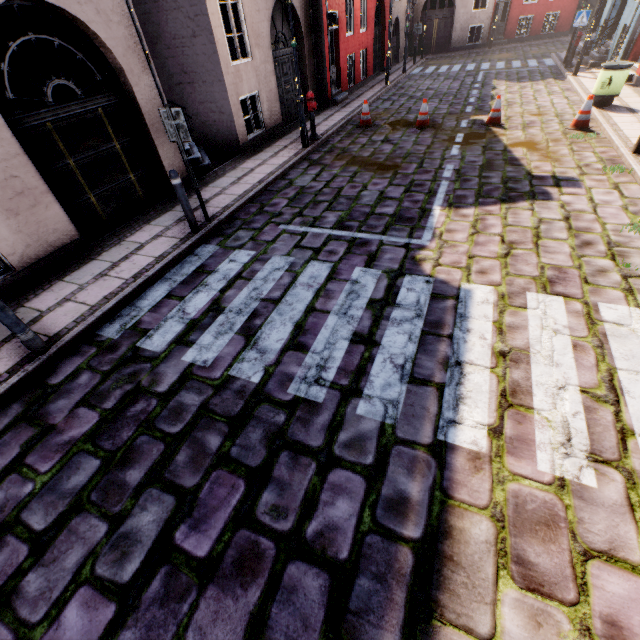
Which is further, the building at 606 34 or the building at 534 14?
the building at 534 14

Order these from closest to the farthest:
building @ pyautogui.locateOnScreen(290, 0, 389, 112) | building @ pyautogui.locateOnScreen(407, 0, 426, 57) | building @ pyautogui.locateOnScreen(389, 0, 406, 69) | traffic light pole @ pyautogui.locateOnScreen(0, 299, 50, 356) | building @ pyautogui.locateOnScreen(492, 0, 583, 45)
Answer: traffic light pole @ pyautogui.locateOnScreen(0, 299, 50, 356)
building @ pyautogui.locateOnScreen(290, 0, 389, 112)
building @ pyautogui.locateOnScreen(389, 0, 406, 69)
building @ pyautogui.locateOnScreen(407, 0, 426, 57)
building @ pyautogui.locateOnScreen(492, 0, 583, 45)

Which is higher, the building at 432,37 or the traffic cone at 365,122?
the building at 432,37

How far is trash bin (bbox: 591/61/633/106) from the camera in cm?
901

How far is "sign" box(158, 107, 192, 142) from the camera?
5.2m

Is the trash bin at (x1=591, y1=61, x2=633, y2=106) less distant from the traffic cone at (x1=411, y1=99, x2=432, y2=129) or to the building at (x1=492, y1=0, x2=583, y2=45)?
the building at (x1=492, y1=0, x2=583, y2=45)

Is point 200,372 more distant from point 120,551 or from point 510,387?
point 510,387

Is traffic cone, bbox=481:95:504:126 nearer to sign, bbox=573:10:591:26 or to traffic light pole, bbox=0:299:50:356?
sign, bbox=573:10:591:26
